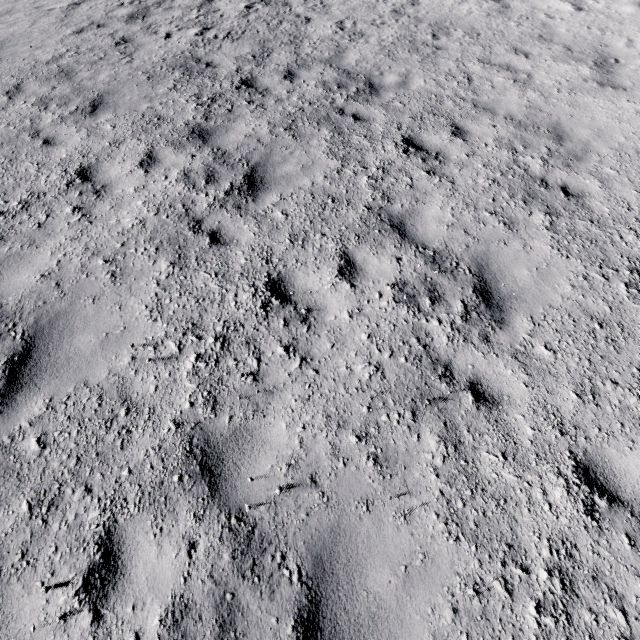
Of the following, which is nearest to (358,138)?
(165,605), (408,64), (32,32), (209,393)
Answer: (408,64)
